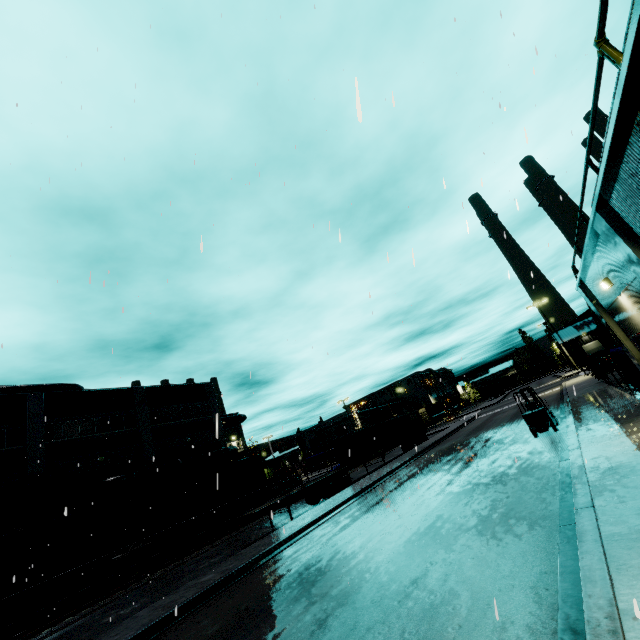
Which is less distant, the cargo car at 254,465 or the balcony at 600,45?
the balcony at 600,45

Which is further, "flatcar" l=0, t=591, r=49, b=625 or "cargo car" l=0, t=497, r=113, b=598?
"cargo car" l=0, t=497, r=113, b=598

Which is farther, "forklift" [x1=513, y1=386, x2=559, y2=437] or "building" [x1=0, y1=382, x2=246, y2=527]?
"building" [x1=0, y1=382, x2=246, y2=527]

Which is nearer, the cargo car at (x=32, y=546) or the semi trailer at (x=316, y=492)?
the cargo car at (x=32, y=546)

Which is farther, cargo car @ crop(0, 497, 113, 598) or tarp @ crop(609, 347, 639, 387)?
cargo car @ crop(0, 497, 113, 598)

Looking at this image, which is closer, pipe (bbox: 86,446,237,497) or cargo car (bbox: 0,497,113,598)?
cargo car (bbox: 0,497,113,598)

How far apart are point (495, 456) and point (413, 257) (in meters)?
15.16

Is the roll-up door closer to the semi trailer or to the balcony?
the semi trailer
